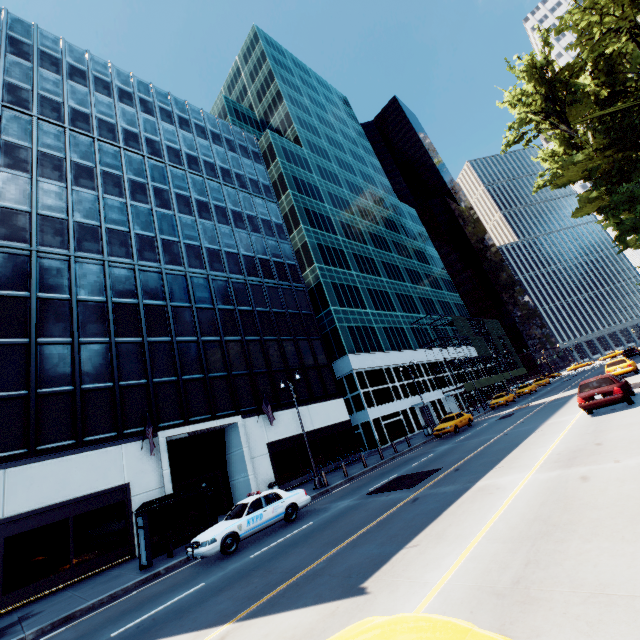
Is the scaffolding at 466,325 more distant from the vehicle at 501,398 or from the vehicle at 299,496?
the vehicle at 299,496

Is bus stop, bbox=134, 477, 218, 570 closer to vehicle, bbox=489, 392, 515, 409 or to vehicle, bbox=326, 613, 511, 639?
vehicle, bbox=326, 613, 511, 639

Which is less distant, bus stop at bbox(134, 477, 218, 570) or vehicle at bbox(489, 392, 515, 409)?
bus stop at bbox(134, 477, 218, 570)

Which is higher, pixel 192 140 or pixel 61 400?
pixel 192 140

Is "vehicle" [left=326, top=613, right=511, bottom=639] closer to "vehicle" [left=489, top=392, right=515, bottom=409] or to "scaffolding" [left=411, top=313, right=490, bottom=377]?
"vehicle" [left=489, top=392, right=515, bottom=409]

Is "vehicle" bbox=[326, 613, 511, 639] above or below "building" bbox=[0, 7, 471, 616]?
below

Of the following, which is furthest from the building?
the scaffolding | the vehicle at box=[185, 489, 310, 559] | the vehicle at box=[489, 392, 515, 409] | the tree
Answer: the tree

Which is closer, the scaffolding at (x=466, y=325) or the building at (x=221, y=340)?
the building at (x=221, y=340)
